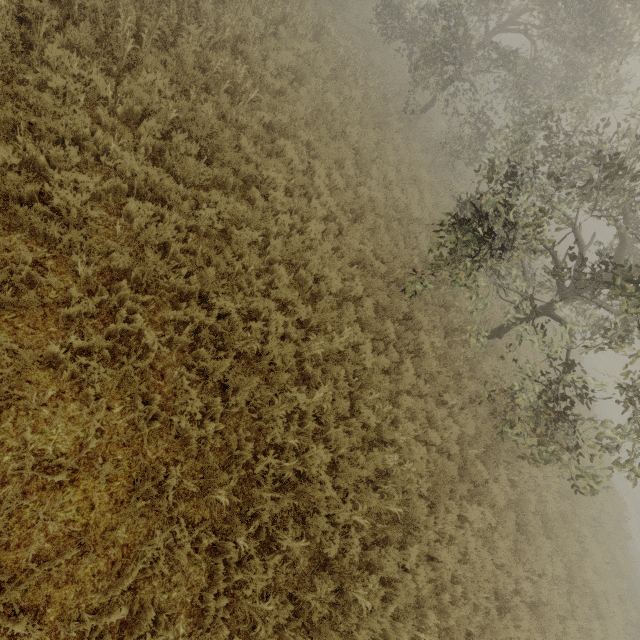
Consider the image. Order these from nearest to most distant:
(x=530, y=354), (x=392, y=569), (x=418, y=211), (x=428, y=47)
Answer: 1. (x=392, y=569)
2. (x=418, y=211)
3. (x=428, y=47)
4. (x=530, y=354)
